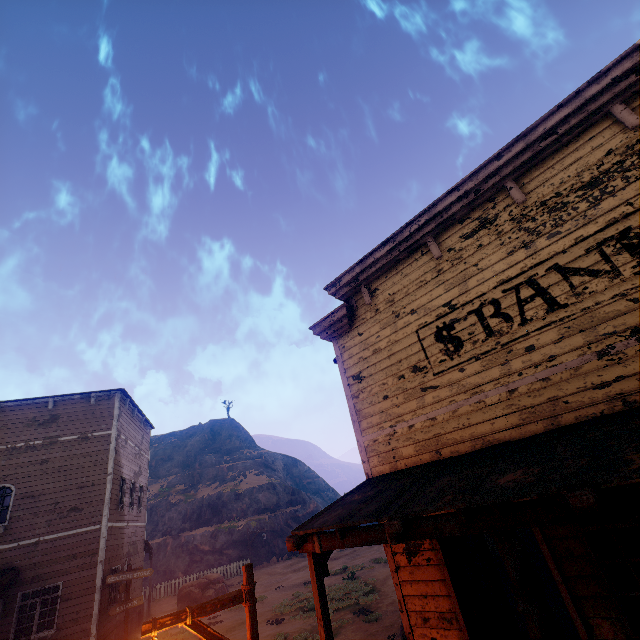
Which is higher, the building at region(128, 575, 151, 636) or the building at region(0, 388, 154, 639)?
the building at region(0, 388, 154, 639)

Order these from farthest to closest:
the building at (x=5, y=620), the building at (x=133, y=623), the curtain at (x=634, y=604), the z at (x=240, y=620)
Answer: the building at (x=133, y=623) → the z at (x=240, y=620) → the building at (x=5, y=620) → the curtain at (x=634, y=604)

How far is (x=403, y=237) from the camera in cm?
714

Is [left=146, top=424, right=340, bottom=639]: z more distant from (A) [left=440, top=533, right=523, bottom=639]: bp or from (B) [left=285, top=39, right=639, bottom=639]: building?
(A) [left=440, top=533, right=523, bottom=639]: bp

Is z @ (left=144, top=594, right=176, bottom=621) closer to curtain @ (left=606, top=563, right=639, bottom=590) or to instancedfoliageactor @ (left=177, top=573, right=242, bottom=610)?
instancedfoliageactor @ (left=177, top=573, right=242, bottom=610)

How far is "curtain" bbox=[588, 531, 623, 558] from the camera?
4.20m

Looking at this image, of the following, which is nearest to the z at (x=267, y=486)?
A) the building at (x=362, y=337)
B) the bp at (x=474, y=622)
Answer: the building at (x=362, y=337)

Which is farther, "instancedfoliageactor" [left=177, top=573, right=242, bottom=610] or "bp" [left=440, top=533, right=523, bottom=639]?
"instancedfoliageactor" [left=177, top=573, right=242, bottom=610]
